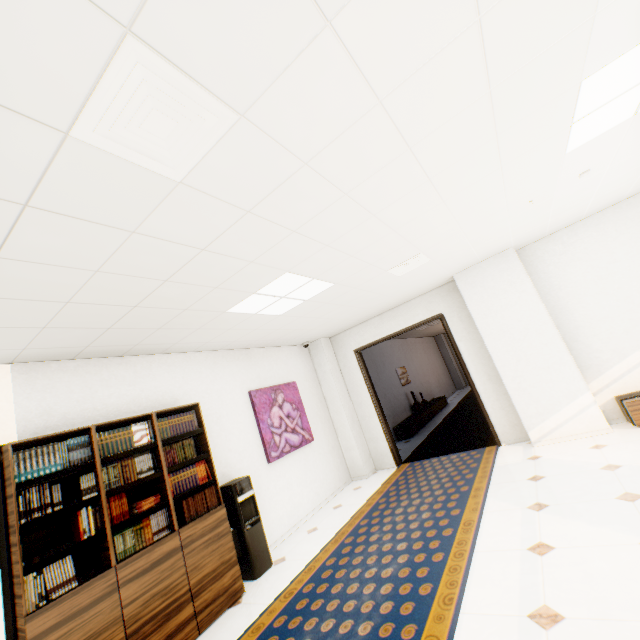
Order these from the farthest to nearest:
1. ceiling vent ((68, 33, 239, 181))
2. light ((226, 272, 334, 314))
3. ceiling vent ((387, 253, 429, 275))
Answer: ceiling vent ((387, 253, 429, 275)) < light ((226, 272, 334, 314)) < ceiling vent ((68, 33, 239, 181))

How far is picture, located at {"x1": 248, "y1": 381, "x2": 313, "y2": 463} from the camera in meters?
5.2 m

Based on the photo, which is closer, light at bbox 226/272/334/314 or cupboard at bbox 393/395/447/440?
light at bbox 226/272/334/314

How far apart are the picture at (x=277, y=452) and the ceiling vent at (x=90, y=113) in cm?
415

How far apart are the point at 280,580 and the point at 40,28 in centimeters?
464cm

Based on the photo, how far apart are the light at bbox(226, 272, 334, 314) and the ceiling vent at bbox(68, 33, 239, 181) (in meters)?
1.64

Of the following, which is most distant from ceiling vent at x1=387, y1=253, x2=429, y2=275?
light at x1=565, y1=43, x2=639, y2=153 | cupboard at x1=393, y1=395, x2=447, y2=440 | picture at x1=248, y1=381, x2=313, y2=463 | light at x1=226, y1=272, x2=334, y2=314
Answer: cupboard at x1=393, y1=395, x2=447, y2=440

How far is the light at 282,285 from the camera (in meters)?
3.45
